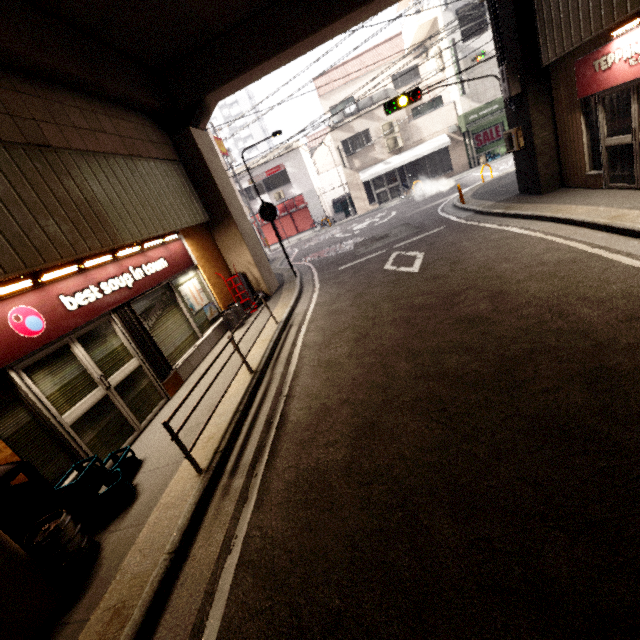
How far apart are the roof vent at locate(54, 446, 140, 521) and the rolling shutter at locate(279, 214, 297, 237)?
23.2 meters

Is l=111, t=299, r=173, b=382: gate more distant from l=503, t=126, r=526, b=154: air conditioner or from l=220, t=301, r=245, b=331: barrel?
l=503, t=126, r=526, b=154: air conditioner

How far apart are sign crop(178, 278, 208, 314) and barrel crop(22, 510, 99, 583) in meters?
5.3

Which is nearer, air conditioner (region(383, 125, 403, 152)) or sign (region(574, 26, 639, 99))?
sign (region(574, 26, 639, 99))

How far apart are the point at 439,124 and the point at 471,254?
18.2m

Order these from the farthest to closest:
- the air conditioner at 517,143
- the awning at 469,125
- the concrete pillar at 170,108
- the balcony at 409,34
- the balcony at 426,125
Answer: the balcony at 426,125 → the awning at 469,125 → the balcony at 409,34 → the air conditioner at 517,143 → the concrete pillar at 170,108

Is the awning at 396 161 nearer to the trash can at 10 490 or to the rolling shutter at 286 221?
the rolling shutter at 286 221

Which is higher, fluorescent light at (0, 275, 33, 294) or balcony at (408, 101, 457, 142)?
balcony at (408, 101, 457, 142)
